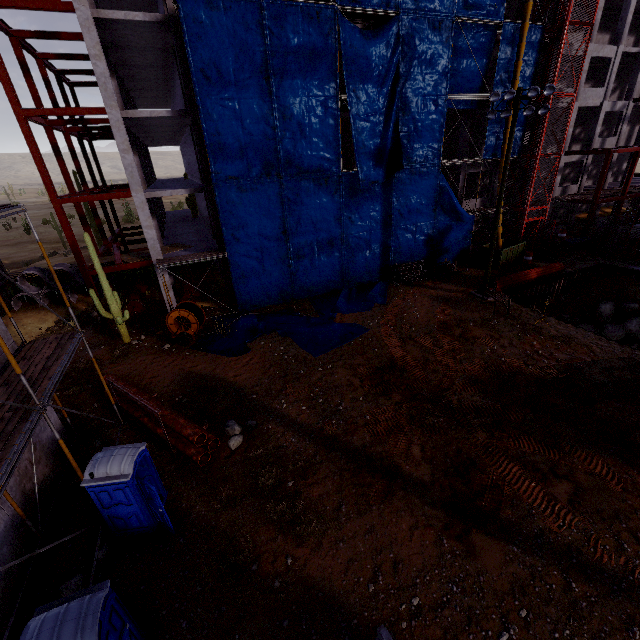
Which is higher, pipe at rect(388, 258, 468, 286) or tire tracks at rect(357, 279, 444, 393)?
pipe at rect(388, 258, 468, 286)

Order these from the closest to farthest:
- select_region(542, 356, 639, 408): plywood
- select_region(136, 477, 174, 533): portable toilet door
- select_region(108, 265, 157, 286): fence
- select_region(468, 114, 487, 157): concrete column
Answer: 1. select_region(136, 477, 174, 533): portable toilet door
2. select_region(542, 356, 639, 408): plywood
3. select_region(108, 265, 157, 286): fence
4. select_region(468, 114, 487, 157): concrete column

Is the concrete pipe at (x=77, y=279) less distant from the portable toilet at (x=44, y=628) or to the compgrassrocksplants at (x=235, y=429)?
the compgrassrocksplants at (x=235, y=429)

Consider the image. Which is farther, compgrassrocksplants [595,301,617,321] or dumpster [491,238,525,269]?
dumpster [491,238,525,269]

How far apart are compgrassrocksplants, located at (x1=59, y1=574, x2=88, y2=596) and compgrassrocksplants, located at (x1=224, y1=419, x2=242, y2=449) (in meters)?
4.61

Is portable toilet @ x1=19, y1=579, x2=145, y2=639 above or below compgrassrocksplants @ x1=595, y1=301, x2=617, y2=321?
above

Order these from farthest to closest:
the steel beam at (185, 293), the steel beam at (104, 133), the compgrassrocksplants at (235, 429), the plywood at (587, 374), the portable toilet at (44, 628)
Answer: the steel beam at (185, 293) → the steel beam at (104, 133) → the plywood at (587, 374) → the compgrassrocksplants at (235, 429) → the portable toilet at (44, 628)

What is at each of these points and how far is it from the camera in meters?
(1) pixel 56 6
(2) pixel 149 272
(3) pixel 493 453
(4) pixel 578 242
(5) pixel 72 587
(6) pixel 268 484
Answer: (1) steel beam, 14.3
(2) fence, 27.2
(3) tire tracks, 10.5
(4) wooden box, 27.6
(5) compgrassrocksplants, 7.5
(6) compgrassrocksplants, 9.8
